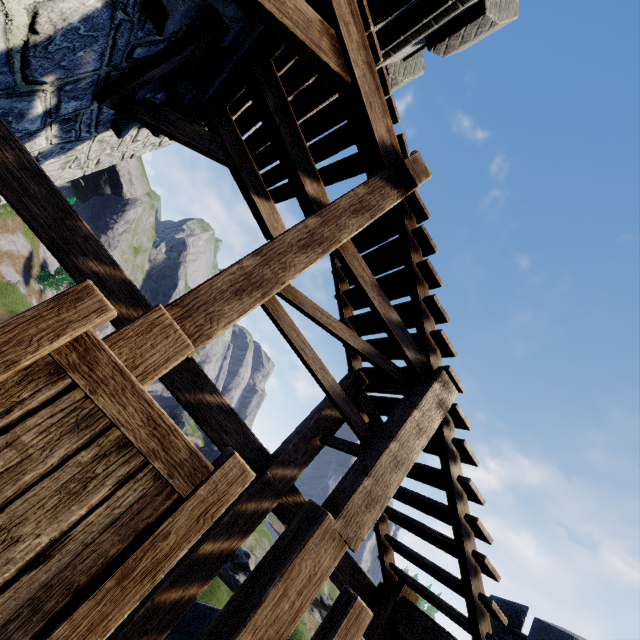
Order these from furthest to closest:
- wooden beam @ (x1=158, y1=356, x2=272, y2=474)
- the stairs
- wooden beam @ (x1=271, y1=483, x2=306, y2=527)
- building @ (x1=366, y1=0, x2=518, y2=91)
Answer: building @ (x1=366, y1=0, x2=518, y2=91) → wooden beam @ (x1=271, y1=483, x2=306, y2=527) → wooden beam @ (x1=158, y1=356, x2=272, y2=474) → the stairs

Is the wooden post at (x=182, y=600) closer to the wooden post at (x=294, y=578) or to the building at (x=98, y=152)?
the wooden post at (x=294, y=578)

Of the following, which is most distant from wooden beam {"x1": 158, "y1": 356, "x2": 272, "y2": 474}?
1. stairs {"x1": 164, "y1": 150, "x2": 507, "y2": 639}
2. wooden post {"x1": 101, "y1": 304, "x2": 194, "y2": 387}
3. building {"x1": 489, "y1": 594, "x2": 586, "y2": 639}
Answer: building {"x1": 489, "y1": 594, "x2": 586, "y2": 639}

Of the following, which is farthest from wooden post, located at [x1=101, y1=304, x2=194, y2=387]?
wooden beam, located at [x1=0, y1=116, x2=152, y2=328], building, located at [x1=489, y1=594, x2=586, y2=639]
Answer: building, located at [x1=489, y1=594, x2=586, y2=639]

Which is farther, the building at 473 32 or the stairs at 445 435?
the building at 473 32

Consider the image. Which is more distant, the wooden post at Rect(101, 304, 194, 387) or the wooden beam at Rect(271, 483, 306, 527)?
the wooden beam at Rect(271, 483, 306, 527)

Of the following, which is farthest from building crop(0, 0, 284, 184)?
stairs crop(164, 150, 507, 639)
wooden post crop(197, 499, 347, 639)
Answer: wooden post crop(197, 499, 347, 639)

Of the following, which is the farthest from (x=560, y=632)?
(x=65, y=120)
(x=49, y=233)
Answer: (x=65, y=120)
